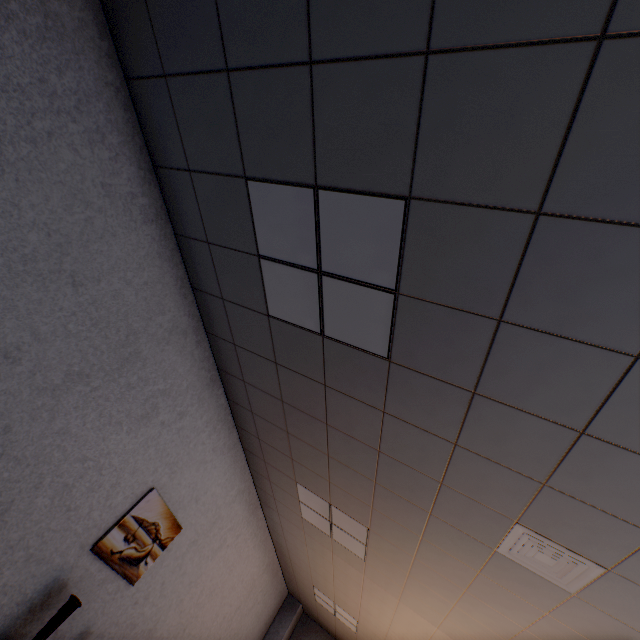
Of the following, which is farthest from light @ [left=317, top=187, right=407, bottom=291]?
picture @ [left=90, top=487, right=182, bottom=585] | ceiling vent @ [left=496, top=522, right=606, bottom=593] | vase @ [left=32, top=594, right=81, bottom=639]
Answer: vase @ [left=32, top=594, right=81, bottom=639]

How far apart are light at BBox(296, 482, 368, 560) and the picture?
1.4 meters

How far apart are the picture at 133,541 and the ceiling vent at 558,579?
3.1m

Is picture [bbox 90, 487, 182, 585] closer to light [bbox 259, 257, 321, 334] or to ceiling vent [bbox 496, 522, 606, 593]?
light [bbox 259, 257, 321, 334]

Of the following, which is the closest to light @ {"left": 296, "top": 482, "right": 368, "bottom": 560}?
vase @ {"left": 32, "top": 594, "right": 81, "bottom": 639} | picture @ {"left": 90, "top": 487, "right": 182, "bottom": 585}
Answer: picture @ {"left": 90, "top": 487, "right": 182, "bottom": 585}

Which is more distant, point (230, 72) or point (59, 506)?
point (59, 506)

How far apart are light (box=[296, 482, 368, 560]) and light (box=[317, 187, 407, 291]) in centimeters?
251cm

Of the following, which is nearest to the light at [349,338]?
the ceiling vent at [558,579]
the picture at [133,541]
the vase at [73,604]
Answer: the ceiling vent at [558,579]
